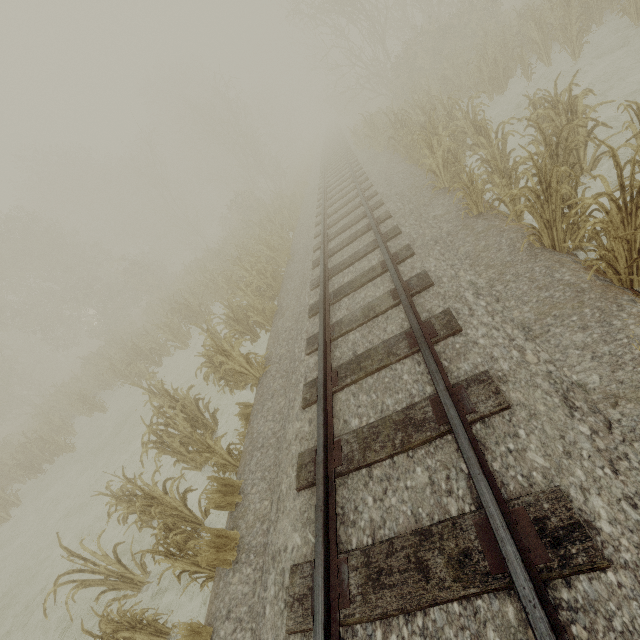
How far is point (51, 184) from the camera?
31.5 meters
